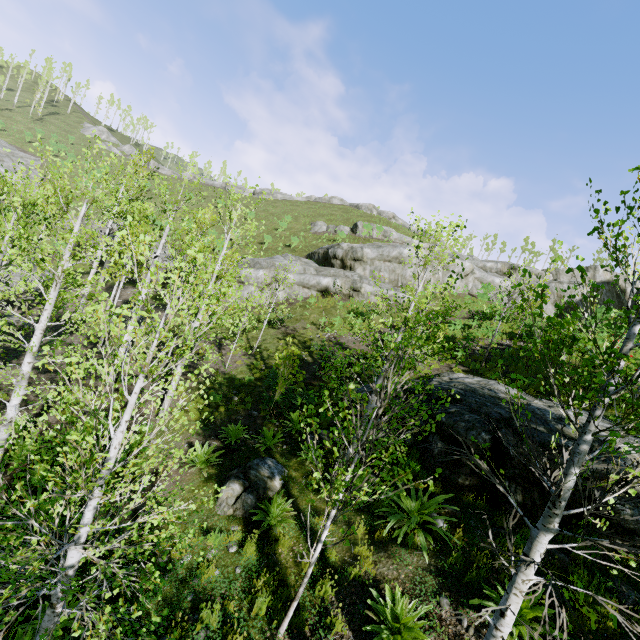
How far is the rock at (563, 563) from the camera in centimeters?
553cm

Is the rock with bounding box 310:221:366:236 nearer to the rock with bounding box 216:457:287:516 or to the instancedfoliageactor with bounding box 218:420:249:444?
the instancedfoliageactor with bounding box 218:420:249:444

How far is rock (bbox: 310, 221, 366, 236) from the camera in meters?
40.5

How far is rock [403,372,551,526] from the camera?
6.6m

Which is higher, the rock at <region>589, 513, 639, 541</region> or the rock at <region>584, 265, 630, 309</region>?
the rock at <region>584, 265, 630, 309</region>

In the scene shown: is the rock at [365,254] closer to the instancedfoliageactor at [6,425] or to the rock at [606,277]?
the instancedfoliageactor at [6,425]

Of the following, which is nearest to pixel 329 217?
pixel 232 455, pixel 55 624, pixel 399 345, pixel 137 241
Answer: pixel 399 345

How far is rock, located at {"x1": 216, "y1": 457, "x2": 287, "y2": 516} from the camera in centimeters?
760cm
